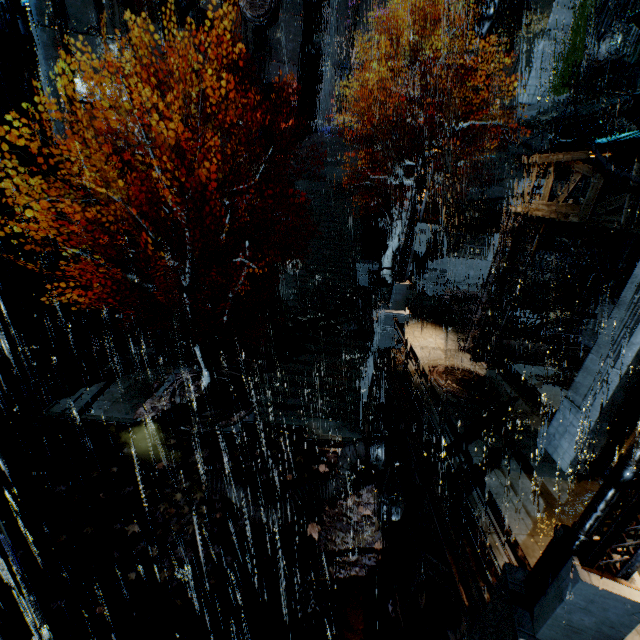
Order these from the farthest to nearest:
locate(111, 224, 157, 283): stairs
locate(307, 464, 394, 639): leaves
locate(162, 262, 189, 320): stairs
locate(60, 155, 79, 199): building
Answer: locate(111, 224, 157, 283): stairs
locate(162, 262, 189, 320): stairs
locate(60, 155, 79, 199): building
locate(307, 464, 394, 639): leaves

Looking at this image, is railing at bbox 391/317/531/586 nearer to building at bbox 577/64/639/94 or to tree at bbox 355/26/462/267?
building at bbox 577/64/639/94

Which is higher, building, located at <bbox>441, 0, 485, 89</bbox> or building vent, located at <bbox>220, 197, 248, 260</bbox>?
building, located at <bbox>441, 0, 485, 89</bbox>

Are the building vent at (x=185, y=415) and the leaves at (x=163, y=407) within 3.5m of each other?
yes

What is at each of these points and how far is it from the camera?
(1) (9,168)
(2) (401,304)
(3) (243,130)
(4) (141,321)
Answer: (1) building, 13.84m
(2) street light, 12.73m
(3) building, 28.89m
(4) stairs, 18.97m

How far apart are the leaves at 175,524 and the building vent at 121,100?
31.5 meters

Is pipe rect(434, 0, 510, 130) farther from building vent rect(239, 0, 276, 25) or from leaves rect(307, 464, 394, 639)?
leaves rect(307, 464, 394, 639)

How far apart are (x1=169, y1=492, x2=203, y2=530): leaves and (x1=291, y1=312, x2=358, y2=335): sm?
9.3 meters
